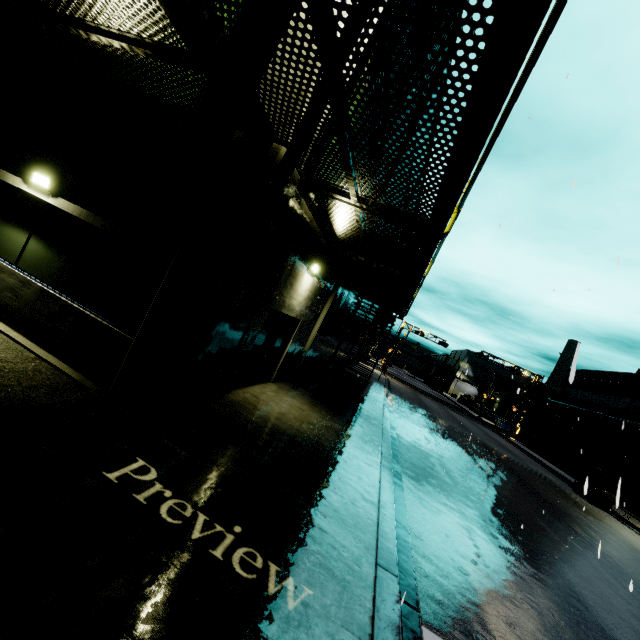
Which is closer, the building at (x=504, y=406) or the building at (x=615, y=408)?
the building at (x=615, y=408)

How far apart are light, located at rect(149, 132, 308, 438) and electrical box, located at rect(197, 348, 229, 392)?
1.4 meters

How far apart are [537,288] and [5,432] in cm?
1062

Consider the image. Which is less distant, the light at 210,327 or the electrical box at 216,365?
the light at 210,327

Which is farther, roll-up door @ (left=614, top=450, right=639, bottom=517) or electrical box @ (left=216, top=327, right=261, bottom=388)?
roll-up door @ (left=614, top=450, right=639, bottom=517)

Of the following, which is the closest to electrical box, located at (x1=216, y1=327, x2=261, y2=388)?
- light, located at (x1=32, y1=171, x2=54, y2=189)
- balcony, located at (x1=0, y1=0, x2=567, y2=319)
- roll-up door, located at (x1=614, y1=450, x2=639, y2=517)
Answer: balcony, located at (x1=0, y1=0, x2=567, y2=319)

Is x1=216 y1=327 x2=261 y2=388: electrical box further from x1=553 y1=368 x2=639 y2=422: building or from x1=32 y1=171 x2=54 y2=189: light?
x1=32 y1=171 x2=54 y2=189: light

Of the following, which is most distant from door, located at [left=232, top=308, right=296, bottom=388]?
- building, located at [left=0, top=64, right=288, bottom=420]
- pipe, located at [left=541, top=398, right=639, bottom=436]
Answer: pipe, located at [left=541, top=398, right=639, bottom=436]
